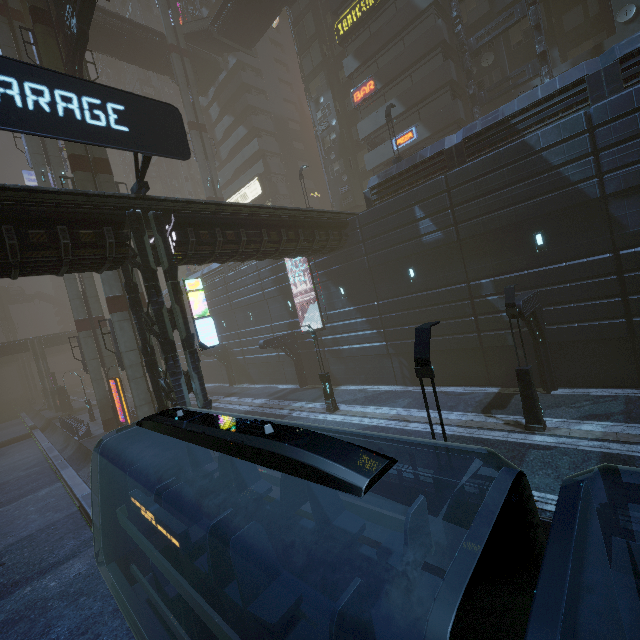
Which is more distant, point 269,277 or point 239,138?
point 239,138

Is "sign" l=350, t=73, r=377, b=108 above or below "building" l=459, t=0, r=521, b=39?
below

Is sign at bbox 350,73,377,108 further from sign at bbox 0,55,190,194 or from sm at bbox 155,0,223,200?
sign at bbox 0,55,190,194

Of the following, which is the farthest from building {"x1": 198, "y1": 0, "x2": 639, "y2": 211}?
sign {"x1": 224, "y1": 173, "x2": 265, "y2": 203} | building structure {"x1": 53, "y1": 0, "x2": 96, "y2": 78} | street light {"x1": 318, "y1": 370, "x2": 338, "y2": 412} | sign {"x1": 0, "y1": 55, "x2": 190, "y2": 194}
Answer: building structure {"x1": 53, "y1": 0, "x2": 96, "y2": 78}

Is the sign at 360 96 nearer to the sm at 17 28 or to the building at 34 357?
the building at 34 357

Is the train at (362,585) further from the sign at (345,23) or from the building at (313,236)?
the sign at (345,23)

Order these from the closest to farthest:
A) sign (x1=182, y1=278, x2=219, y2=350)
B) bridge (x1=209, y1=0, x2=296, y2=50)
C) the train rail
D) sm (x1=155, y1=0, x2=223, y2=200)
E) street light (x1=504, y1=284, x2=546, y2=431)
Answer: the train rail < street light (x1=504, y1=284, x2=546, y2=431) < sign (x1=182, y1=278, x2=219, y2=350) < bridge (x1=209, y1=0, x2=296, y2=50) < sm (x1=155, y1=0, x2=223, y2=200)

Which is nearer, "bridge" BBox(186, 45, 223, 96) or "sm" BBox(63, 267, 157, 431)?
"sm" BBox(63, 267, 157, 431)
